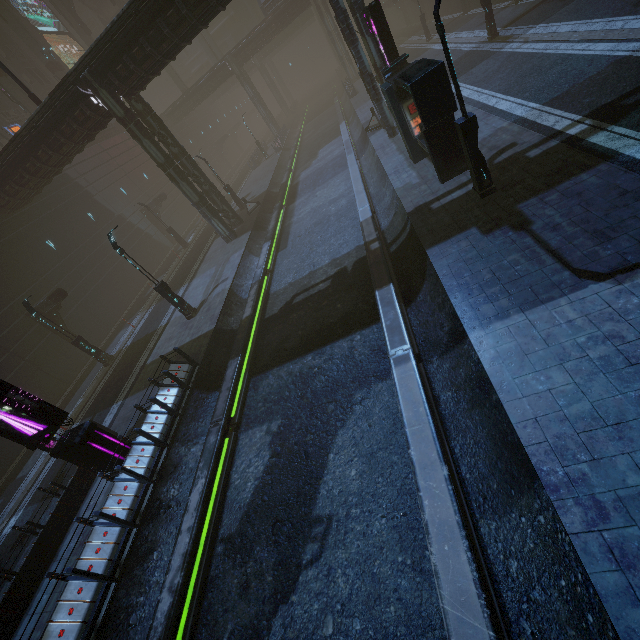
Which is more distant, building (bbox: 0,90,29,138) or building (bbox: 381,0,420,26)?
building (bbox: 381,0,420,26)

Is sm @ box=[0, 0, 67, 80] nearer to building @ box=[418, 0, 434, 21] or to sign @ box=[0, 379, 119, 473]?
building @ box=[418, 0, 434, 21]

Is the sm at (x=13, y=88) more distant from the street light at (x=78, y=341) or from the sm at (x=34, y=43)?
the street light at (x=78, y=341)

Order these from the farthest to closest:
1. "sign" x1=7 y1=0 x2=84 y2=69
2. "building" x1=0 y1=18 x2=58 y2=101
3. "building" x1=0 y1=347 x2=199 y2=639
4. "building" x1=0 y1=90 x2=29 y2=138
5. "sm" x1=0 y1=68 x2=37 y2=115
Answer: "sign" x1=7 y1=0 x2=84 y2=69
"building" x1=0 y1=18 x2=58 y2=101
"building" x1=0 y1=90 x2=29 y2=138
"sm" x1=0 y1=68 x2=37 y2=115
"building" x1=0 y1=347 x2=199 y2=639

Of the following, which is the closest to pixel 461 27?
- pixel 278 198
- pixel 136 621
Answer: pixel 278 198

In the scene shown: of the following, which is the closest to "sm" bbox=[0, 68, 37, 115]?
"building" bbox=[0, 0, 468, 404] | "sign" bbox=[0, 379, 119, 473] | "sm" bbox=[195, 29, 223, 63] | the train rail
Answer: "building" bbox=[0, 0, 468, 404]

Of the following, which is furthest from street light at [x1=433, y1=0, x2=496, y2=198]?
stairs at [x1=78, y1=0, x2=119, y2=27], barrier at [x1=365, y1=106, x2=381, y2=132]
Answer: stairs at [x1=78, y1=0, x2=119, y2=27]

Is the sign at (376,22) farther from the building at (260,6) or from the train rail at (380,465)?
the train rail at (380,465)
